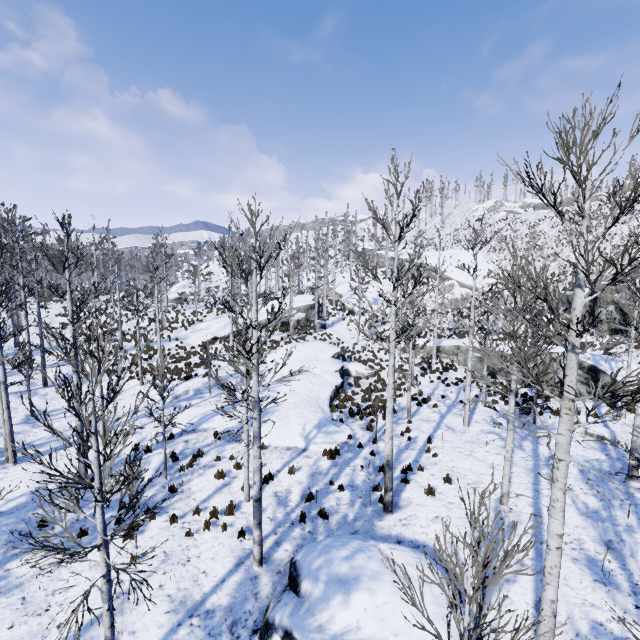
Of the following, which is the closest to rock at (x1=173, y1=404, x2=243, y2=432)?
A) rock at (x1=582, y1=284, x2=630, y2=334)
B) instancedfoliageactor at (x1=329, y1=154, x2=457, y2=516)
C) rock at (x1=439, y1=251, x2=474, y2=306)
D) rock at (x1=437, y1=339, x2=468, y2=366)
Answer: instancedfoliageactor at (x1=329, y1=154, x2=457, y2=516)

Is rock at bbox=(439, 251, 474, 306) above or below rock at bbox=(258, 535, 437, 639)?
above

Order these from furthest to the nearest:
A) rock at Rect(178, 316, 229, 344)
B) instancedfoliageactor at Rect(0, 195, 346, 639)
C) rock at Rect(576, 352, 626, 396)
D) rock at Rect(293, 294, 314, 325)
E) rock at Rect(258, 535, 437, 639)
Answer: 1. rock at Rect(293, 294, 314, 325)
2. rock at Rect(178, 316, 229, 344)
3. rock at Rect(576, 352, 626, 396)
4. rock at Rect(258, 535, 437, 639)
5. instancedfoliageactor at Rect(0, 195, 346, 639)

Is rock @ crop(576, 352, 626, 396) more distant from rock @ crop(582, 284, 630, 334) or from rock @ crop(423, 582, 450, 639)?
rock @ crop(423, 582, 450, 639)

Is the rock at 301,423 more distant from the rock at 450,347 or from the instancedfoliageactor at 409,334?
the rock at 450,347

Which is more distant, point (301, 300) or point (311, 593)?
point (301, 300)

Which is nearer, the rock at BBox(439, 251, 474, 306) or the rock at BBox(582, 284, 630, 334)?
the rock at BBox(582, 284, 630, 334)

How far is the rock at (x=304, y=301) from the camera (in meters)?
38.91
